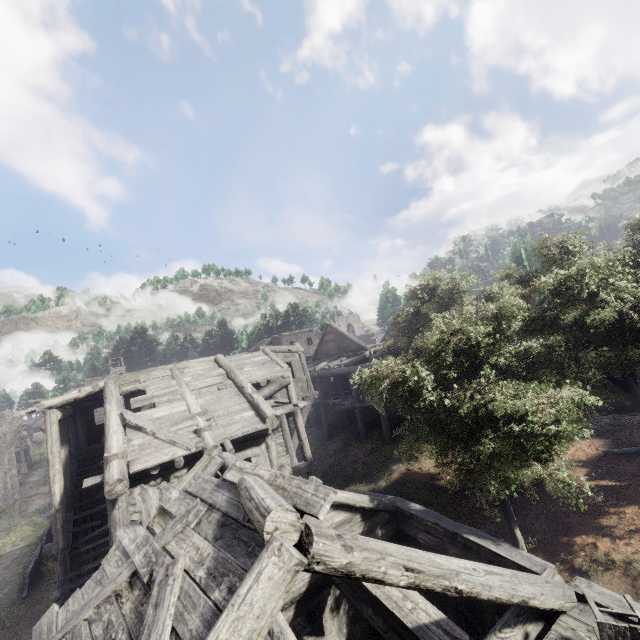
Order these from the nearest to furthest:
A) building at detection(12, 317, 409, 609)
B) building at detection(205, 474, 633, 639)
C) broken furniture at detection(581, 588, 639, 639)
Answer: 1. building at detection(205, 474, 633, 639)
2. broken furniture at detection(581, 588, 639, 639)
3. building at detection(12, 317, 409, 609)

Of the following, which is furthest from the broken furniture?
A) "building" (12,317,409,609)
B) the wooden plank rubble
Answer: the wooden plank rubble

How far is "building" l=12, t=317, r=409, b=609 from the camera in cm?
980

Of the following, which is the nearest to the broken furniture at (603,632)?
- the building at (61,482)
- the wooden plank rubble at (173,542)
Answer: the building at (61,482)

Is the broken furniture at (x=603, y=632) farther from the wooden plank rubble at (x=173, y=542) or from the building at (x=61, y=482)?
the wooden plank rubble at (x=173, y=542)

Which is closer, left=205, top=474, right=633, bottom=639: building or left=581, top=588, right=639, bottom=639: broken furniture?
left=205, top=474, right=633, bottom=639: building

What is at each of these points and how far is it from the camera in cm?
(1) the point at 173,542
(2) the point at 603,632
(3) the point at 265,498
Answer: (1) wooden plank rubble, 495
(2) broken furniture, 409
(3) building, 390
